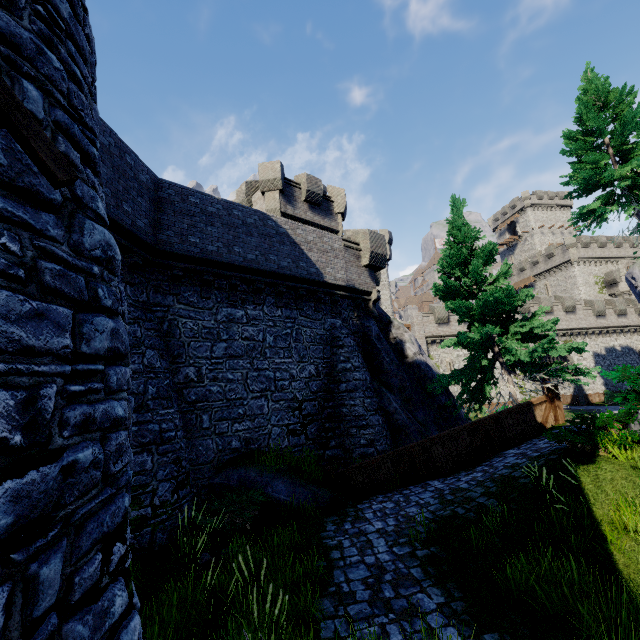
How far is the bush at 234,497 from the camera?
7.86m

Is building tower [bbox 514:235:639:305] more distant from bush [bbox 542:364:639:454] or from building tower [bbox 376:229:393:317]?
bush [bbox 542:364:639:454]

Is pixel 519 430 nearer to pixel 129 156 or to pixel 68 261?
pixel 68 261

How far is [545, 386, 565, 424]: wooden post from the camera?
11.8m

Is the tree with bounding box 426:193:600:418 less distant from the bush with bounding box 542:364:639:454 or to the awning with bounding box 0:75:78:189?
the bush with bounding box 542:364:639:454

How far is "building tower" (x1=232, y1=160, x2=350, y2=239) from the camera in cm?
1908

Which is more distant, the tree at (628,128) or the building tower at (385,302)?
the building tower at (385,302)

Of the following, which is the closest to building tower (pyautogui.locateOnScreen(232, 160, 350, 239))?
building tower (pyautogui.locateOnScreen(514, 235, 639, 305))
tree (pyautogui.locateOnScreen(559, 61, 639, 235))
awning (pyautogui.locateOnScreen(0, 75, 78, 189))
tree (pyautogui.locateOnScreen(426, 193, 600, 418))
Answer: tree (pyautogui.locateOnScreen(426, 193, 600, 418))
